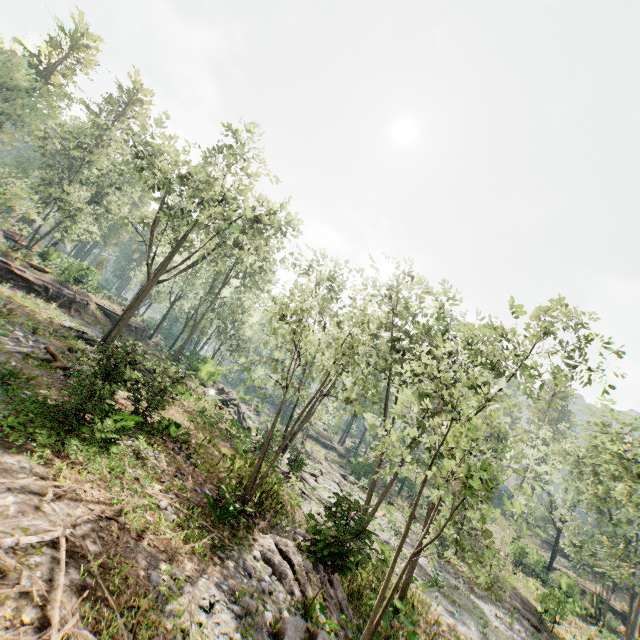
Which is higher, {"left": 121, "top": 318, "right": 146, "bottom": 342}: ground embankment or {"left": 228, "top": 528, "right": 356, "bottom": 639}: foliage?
{"left": 121, "top": 318, "right": 146, "bottom": 342}: ground embankment

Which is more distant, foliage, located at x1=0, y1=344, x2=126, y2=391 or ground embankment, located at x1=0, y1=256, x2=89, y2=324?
ground embankment, located at x1=0, y1=256, x2=89, y2=324

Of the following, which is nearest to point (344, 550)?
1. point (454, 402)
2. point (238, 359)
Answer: point (454, 402)

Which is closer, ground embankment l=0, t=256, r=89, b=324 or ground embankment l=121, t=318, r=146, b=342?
ground embankment l=0, t=256, r=89, b=324

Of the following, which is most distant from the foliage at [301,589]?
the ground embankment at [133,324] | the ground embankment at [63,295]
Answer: the ground embankment at [63,295]

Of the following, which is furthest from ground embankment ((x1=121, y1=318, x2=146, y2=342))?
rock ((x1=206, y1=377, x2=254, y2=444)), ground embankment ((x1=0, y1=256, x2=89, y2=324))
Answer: rock ((x1=206, y1=377, x2=254, y2=444))

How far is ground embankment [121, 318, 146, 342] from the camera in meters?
39.9 m
